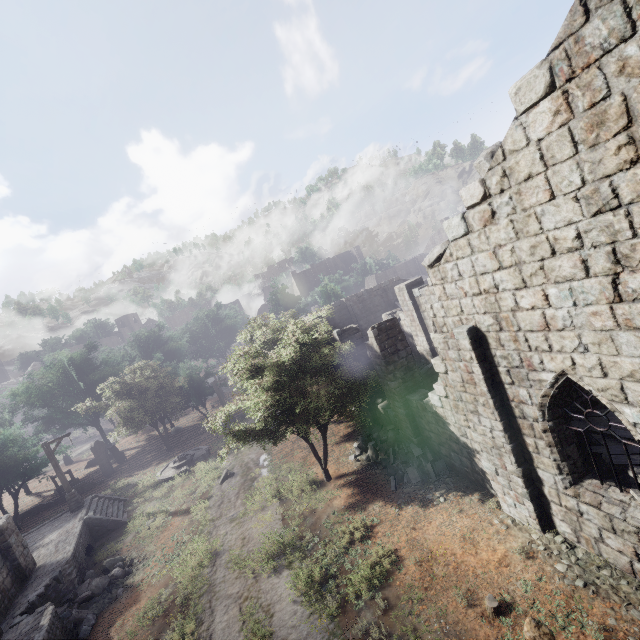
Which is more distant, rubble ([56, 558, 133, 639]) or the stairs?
the stairs

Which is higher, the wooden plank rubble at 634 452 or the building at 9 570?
the wooden plank rubble at 634 452

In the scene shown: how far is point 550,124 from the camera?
4.9m

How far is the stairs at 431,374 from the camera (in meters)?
17.73

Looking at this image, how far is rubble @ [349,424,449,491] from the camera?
12.7 meters

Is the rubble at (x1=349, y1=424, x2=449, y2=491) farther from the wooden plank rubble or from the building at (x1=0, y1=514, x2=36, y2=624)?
the building at (x1=0, y1=514, x2=36, y2=624)

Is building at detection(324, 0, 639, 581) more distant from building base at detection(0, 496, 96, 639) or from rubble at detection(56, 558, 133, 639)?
rubble at detection(56, 558, 133, 639)

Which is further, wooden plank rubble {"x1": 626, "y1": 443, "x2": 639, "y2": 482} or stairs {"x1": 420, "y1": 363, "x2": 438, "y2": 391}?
stairs {"x1": 420, "y1": 363, "x2": 438, "y2": 391}
